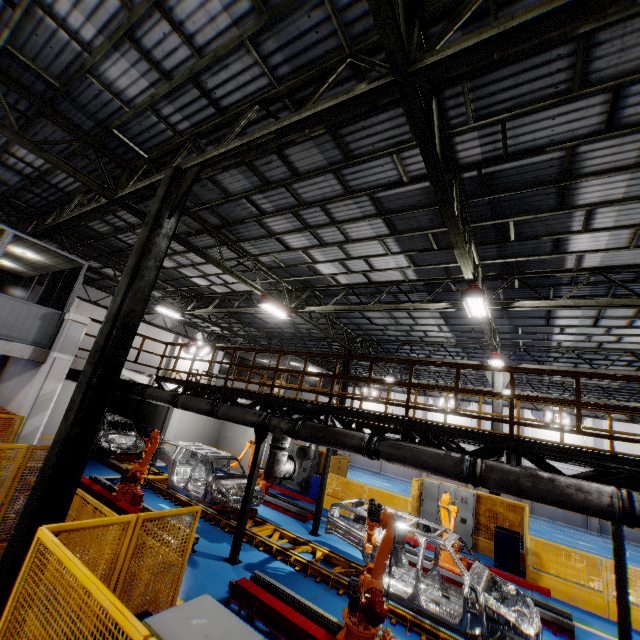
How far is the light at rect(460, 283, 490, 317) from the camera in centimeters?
848cm

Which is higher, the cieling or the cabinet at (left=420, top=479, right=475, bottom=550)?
the cieling

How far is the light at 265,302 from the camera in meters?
12.7 m

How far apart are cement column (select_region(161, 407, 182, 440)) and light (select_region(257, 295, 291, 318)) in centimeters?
774cm

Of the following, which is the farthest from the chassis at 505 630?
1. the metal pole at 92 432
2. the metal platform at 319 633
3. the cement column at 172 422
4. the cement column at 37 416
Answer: the metal pole at 92 432

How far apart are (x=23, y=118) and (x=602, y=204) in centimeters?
1323cm

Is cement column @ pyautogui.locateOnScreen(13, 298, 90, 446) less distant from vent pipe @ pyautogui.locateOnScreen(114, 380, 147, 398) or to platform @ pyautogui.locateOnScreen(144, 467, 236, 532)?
vent pipe @ pyautogui.locateOnScreen(114, 380, 147, 398)

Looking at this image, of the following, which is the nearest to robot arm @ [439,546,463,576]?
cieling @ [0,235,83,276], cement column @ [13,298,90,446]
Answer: cement column @ [13,298,90,446]
